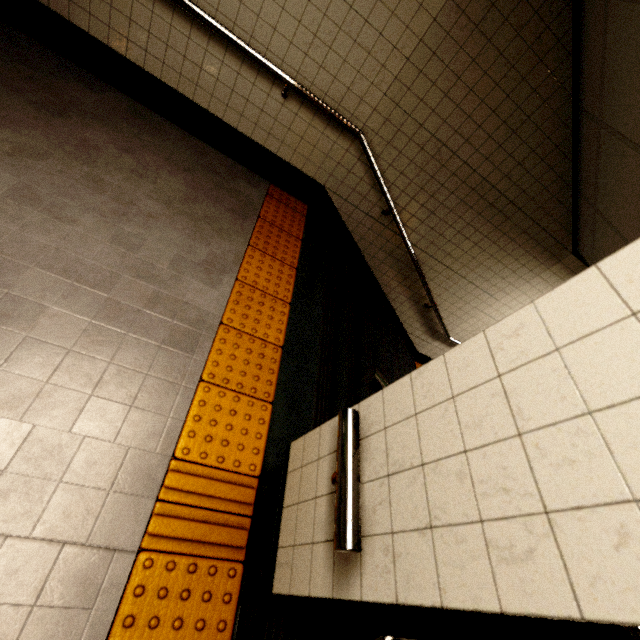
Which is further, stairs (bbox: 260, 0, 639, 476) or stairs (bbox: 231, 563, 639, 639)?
stairs (bbox: 260, 0, 639, 476)

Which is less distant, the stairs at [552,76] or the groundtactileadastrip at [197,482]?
the groundtactileadastrip at [197,482]

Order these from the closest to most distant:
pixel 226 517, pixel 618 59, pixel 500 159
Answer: pixel 226 517
pixel 618 59
pixel 500 159

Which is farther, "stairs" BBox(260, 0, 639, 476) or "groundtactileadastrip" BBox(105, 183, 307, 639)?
"stairs" BBox(260, 0, 639, 476)

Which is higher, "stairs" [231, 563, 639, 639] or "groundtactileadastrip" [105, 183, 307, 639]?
"stairs" [231, 563, 639, 639]

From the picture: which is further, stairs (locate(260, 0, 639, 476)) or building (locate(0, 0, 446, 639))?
stairs (locate(260, 0, 639, 476))

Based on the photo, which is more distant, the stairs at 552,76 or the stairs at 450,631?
the stairs at 552,76
